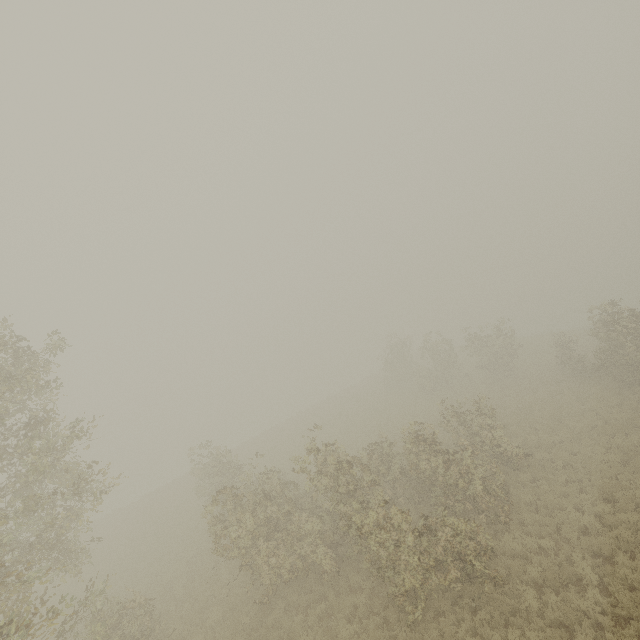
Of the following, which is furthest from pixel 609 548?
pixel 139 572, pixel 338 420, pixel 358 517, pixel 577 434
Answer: pixel 338 420
